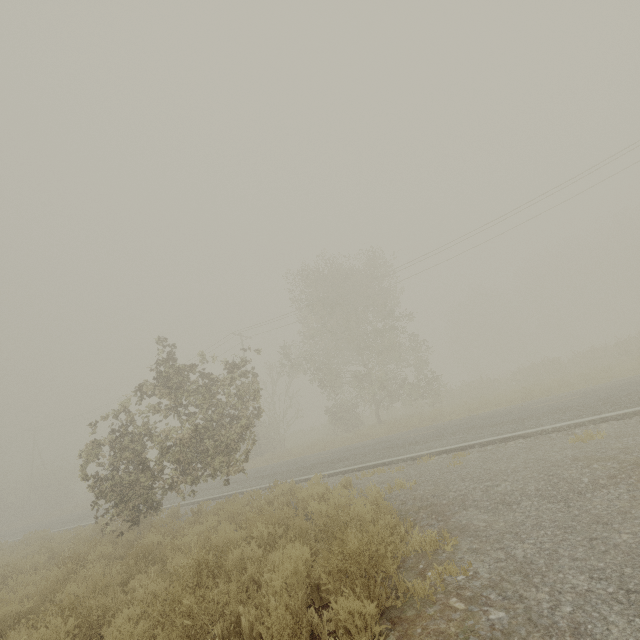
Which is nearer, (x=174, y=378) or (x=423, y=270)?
(x=174, y=378)

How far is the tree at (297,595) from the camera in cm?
339

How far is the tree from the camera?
3.39m
